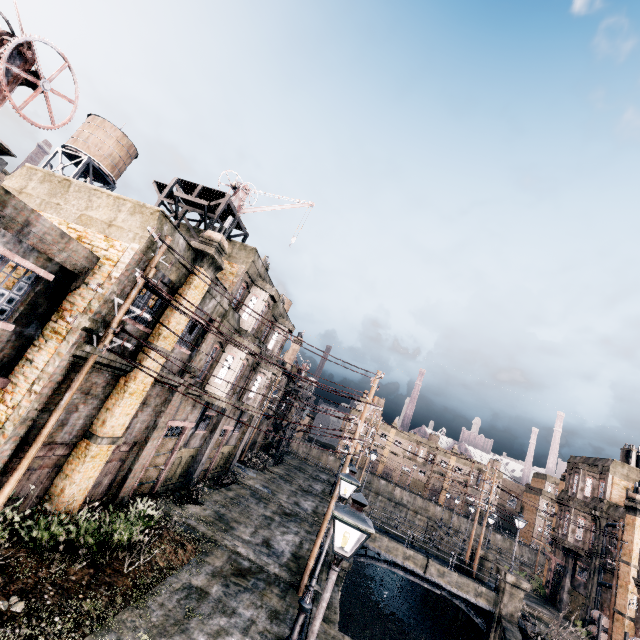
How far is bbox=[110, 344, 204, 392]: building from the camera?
11.3m

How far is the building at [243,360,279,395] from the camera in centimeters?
2434cm

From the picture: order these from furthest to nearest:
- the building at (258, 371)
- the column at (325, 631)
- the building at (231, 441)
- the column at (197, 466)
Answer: the building at (258, 371)
the building at (231, 441)
the column at (197, 466)
the column at (325, 631)

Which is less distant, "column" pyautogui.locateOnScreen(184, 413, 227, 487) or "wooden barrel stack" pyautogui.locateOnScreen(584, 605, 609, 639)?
"column" pyautogui.locateOnScreen(184, 413, 227, 487)

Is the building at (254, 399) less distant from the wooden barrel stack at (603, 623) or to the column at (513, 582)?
the column at (513, 582)

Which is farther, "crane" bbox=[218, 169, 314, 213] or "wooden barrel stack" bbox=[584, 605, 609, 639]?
"wooden barrel stack" bbox=[584, 605, 609, 639]

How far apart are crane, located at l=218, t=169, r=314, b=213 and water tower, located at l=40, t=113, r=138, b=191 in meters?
16.3

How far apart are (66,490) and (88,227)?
8.91m
